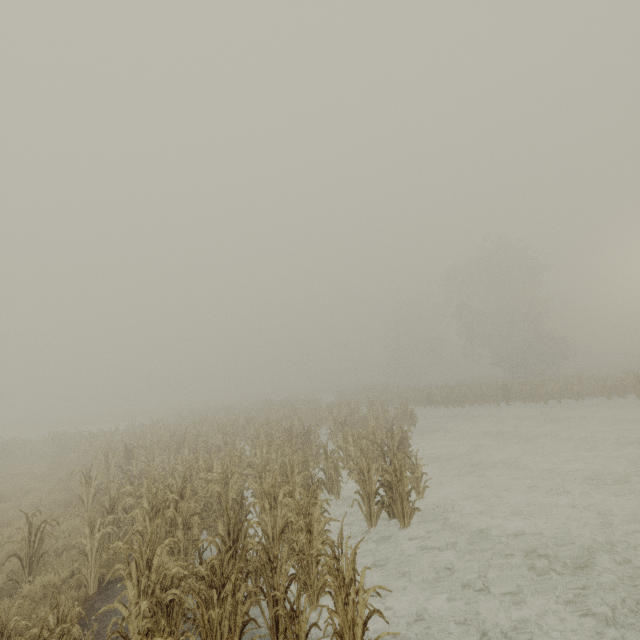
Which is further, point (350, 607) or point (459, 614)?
A: point (459, 614)
